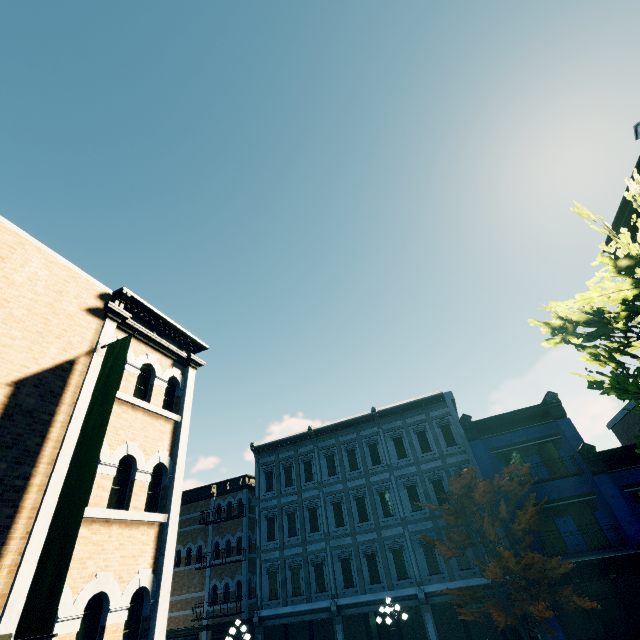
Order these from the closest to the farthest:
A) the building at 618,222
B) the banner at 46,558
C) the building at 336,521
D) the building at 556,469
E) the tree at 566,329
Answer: the banner at 46,558 → the building at 336,521 → the tree at 566,329 → the building at 618,222 → the building at 556,469

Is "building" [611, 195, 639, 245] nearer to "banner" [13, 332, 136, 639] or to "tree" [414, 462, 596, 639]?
"tree" [414, 462, 596, 639]

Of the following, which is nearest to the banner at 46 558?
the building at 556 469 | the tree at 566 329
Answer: the tree at 566 329

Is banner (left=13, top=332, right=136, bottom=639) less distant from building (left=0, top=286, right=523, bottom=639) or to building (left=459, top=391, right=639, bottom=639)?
building (left=0, top=286, right=523, bottom=639)

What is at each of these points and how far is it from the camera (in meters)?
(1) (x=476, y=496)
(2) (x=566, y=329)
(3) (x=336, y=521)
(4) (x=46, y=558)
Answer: (1) tree, 15.67
(2) tree, 8.90
(3) building, 20.61
(4) banner, 5.07

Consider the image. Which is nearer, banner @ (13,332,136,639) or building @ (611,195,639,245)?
banner @ (13,332,136,639)
